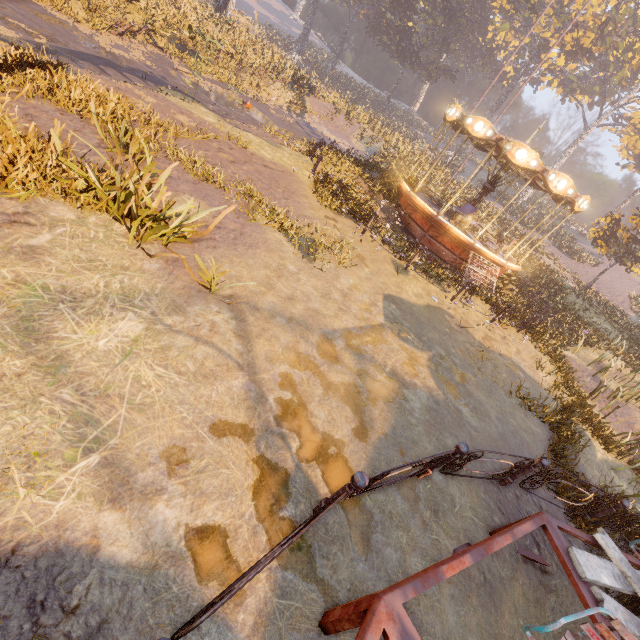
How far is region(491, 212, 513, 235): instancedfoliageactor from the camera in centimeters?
2433cm

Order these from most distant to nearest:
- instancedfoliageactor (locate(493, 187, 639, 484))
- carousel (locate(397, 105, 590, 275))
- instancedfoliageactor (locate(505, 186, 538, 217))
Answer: instancedfoliageactor (locate(505, 186, 538, 217))
carousel (locate(397, 105, 590, 275))
instancedfoliageactor (locate(493, 187, 639, 484))

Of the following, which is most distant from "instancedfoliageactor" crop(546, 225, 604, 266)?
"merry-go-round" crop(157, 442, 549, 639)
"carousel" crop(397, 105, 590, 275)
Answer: Answer: "merry-go-round" crop(157, 442, 549, 639)

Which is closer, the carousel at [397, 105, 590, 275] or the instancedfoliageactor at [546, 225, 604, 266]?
the carousel at [397, 105, 590, 275]

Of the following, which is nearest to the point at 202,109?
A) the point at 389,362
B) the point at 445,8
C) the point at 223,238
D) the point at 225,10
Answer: the point at 223,238

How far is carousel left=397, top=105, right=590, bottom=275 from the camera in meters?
12.5 m

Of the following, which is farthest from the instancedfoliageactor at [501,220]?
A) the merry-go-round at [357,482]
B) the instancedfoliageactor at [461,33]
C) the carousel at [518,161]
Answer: the merry-go-round at [357,482]
